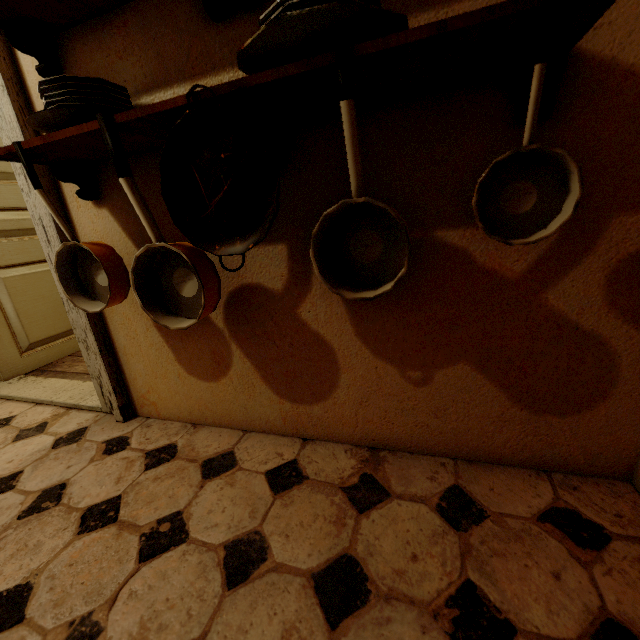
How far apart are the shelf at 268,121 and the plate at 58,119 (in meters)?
0.04

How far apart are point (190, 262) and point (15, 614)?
1.0 meters

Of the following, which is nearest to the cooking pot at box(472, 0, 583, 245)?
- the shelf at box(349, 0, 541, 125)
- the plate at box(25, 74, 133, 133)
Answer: the shelf at box(349, 0, 541, 125)

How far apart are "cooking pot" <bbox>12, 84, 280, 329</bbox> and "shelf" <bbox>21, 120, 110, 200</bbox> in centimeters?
10cm

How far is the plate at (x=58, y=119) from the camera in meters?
0.8 m

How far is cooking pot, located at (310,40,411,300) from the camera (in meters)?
0.63

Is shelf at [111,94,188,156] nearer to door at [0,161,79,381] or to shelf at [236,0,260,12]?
shelf at [236,0,260,12]

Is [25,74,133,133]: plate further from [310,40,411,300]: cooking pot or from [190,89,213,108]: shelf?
[310,40,411,300]: cooking pot
